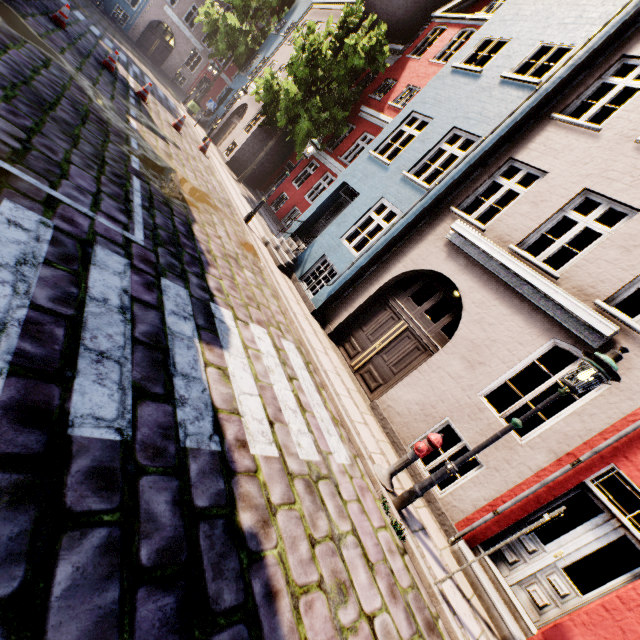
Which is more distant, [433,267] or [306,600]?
[433,267]

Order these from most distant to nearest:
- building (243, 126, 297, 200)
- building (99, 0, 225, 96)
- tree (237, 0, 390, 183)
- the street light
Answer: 1. building (99, 0, 225, 96)
2. building (243, 126, 297, 200)
3. tree (237, 0, 390, 183)
4. the street light

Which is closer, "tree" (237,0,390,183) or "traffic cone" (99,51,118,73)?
"traffic cone" (99,51,118,73)

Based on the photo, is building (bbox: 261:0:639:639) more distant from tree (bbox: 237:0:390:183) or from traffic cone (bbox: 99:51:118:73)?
traffic cone (bbox: 99:51:118:73)

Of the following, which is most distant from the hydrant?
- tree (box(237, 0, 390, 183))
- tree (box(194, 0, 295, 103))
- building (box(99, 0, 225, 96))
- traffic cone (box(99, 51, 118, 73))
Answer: tree (box(194, 0, 295, 103))

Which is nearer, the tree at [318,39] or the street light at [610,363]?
the street light at [610,363]

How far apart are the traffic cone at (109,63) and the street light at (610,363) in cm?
1731

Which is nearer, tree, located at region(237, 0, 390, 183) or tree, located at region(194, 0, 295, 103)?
tree, located at region(237, 0, 390, 183)
